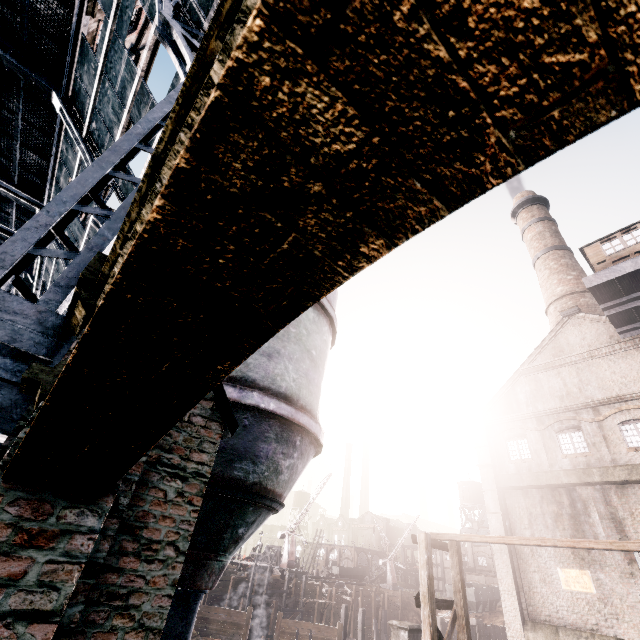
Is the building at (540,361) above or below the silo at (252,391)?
above

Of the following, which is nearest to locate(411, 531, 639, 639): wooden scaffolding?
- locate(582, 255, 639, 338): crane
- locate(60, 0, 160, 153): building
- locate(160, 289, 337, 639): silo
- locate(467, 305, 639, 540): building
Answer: locate(582, 255, 639, 338): crane

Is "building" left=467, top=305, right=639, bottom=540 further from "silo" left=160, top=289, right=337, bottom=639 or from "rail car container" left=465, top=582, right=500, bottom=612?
"silo" left=160, top=289, right=337, bottom=639

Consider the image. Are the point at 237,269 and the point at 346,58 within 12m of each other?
yes

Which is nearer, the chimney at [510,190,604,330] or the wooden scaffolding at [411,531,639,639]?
the wooden scaffolding at [411,531,639,639]

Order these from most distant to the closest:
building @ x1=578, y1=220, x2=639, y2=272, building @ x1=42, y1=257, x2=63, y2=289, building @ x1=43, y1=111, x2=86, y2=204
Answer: building @ x1=578, y1=220, x2=639, y2=272 < building @ x1=42, y1=257, x2=63, y2=289 < building @ x1=43, y1=111, x2=86, y2=204

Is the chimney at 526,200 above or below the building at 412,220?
above

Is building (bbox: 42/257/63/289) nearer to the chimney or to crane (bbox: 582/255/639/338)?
crane (bbox: 582/255/639/338)
